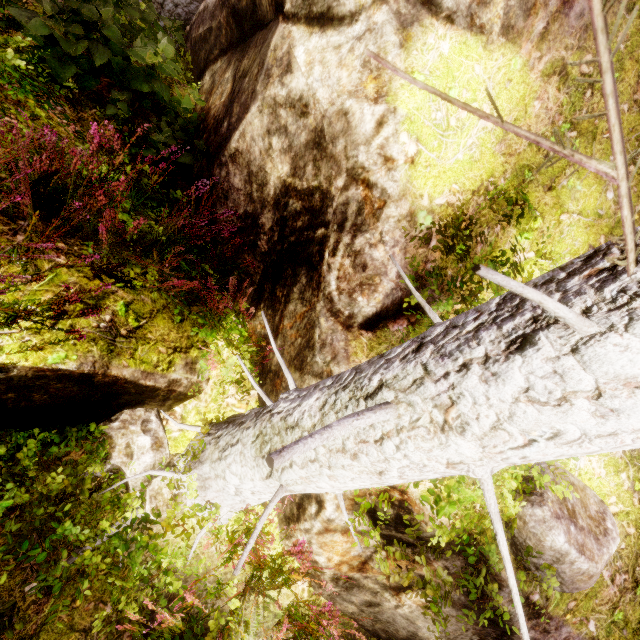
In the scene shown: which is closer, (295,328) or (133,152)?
(295,328)

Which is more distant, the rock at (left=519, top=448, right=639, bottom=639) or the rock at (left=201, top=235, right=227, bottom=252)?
the rock at (left=201, top=235, right=227, bottom=252)

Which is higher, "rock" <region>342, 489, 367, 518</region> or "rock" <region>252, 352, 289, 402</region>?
"rock" <region>342, 489, 367, 518</region>

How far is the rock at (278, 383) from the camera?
2.9m

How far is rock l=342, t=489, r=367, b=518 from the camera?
2.4m

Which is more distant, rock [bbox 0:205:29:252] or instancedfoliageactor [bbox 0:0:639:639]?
rock [bbox 0:205:29:252]

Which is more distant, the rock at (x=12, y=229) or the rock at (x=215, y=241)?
the rock at (x=215, y=241)
